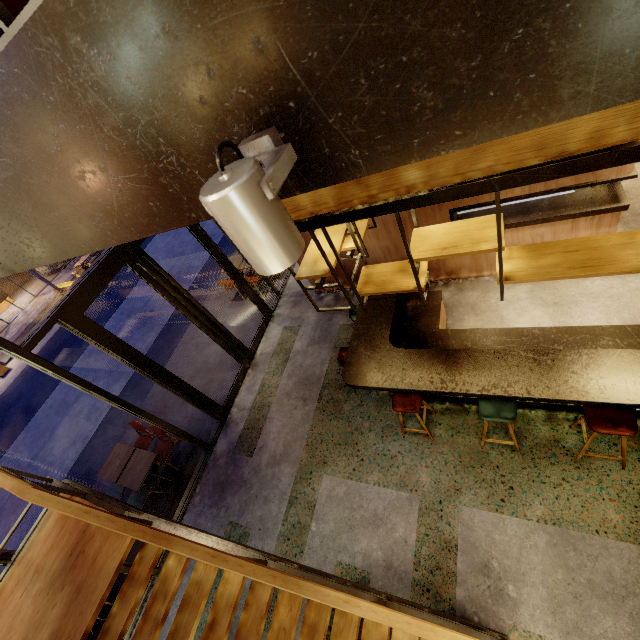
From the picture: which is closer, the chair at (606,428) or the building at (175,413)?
the chair at (606,428)

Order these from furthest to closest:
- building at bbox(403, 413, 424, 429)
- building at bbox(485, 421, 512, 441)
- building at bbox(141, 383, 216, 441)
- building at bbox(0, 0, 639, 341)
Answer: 1. building at bbox(141, 383, 216, 441)
2. building at bbox(403, 413, 424, 429)
3. building at bbox(485, 421, 512, 441)
4. building at bbox(0, 0, 639, 341)

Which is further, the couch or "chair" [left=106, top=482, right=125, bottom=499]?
"chair" [left=106, top=482, right=125, bottom=499]

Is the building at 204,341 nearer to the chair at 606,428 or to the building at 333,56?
the building at 333,56

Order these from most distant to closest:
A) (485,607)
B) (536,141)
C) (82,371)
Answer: (82,371)
(485,607)
(536,141)

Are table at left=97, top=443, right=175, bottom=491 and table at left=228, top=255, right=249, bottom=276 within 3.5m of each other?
no

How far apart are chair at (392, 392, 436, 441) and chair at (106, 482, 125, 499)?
5.2m

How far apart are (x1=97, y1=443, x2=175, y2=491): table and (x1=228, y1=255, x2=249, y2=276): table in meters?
4.8
